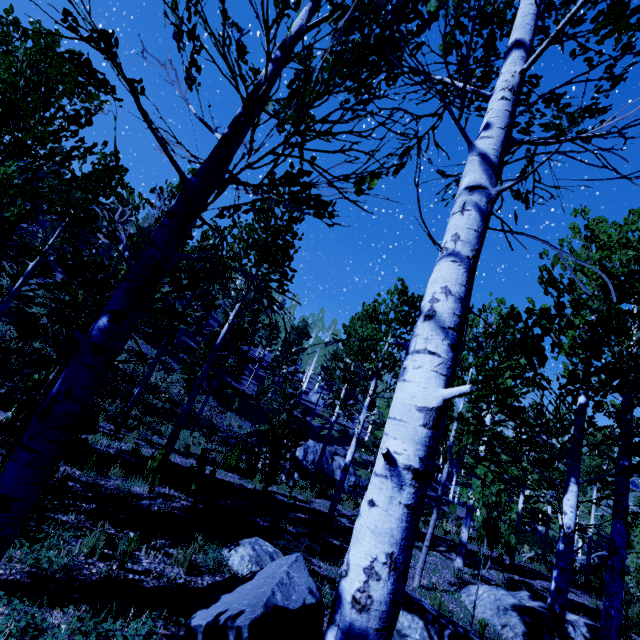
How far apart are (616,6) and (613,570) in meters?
6.9

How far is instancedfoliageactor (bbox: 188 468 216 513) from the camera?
5.5m

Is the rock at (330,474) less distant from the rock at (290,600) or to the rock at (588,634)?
the rock at (588,634)

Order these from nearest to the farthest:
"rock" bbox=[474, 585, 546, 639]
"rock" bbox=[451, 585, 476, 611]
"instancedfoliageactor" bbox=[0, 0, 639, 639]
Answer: "instancedfoliageactor" bbox=[0, 0, 639, 639] < "rock" bbox=[474, 585, 546, 639] < "rock" bbox=[451, 585, 476, 611]

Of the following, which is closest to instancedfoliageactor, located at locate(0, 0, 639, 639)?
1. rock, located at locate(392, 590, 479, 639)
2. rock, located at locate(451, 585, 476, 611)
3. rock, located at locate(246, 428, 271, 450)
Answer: rock, located at locate(392, 590, 479, 639)

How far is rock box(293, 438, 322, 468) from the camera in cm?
1977

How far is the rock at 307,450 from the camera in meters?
19.8
